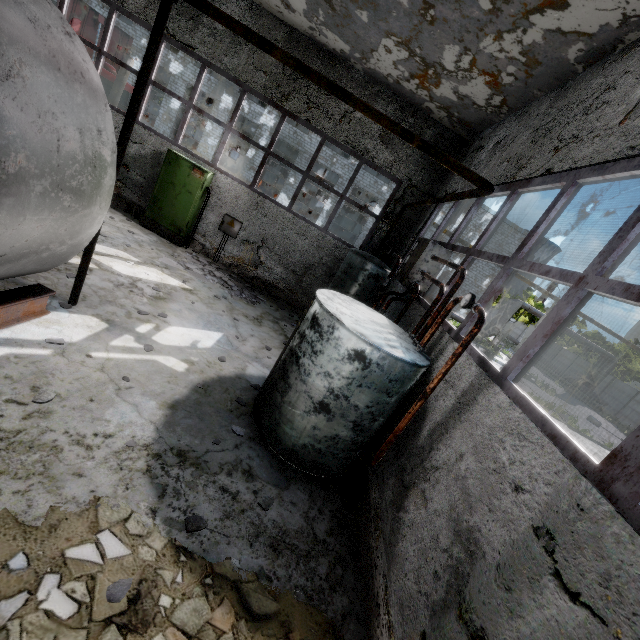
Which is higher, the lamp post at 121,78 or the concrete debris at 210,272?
the lamp post at 121,78

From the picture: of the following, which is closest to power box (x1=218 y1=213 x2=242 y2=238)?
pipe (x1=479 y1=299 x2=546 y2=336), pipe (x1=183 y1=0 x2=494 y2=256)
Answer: pipe (x1=183 y1=0 x2=494 y2=256)

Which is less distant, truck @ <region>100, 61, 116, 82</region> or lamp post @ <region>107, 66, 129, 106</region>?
lamp post @ <region>107, 66, 129, 106</region>

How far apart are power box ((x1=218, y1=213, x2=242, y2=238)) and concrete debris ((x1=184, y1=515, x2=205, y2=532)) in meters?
8.7 m

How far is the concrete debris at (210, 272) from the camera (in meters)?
8.84

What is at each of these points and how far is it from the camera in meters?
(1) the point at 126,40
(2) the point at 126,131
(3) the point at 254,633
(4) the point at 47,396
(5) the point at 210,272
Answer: (1) truck dump body, 16.9
(2) pipe holder, 4.3
(3) concrete debris, 2.7
(4) concrete debris, 3.5
(5) concrete debris, 9.4

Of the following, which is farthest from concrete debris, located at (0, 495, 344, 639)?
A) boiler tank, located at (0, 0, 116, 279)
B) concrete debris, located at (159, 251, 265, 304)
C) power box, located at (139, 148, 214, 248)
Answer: power box, located at (139, 148, 214, 248)

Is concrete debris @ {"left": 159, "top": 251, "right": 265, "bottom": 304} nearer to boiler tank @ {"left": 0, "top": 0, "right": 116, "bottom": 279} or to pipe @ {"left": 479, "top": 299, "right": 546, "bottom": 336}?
boiler tank @ {"left": 0, "top": 0, "right": 116, "bottom": 279}
